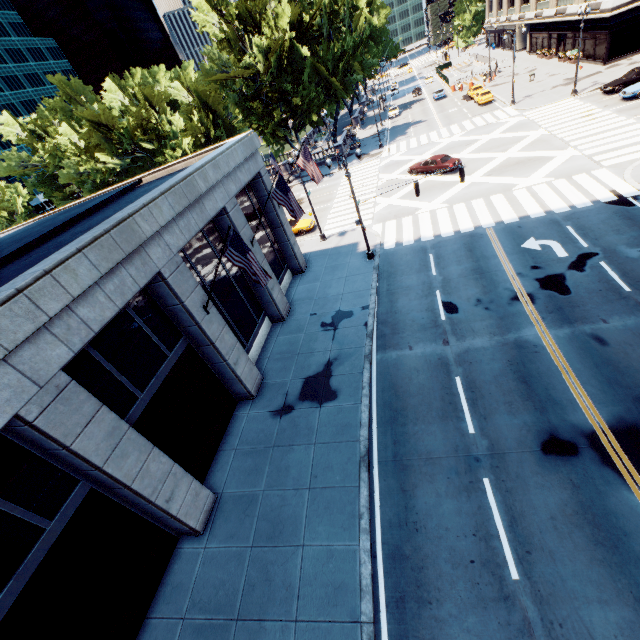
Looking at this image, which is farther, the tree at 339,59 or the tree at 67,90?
the tree at 67,90

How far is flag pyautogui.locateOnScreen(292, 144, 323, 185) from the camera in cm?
1954

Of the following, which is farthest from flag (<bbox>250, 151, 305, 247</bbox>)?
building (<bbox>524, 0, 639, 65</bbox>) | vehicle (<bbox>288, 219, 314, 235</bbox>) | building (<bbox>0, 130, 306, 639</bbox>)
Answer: building (<bbox>524, 0, 639, 65</bbox>)

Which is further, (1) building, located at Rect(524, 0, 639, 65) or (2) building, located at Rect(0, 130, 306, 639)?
(1) building, located at Rect(524, 0, 639, 65)

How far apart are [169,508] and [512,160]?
34.3m

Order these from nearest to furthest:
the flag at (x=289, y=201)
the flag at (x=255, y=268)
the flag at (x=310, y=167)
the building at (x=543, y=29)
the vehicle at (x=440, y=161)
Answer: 1. the flag at (x=255, y=268)
2. the flag at (x=289, y=201)
3. the flag at (x=310, y=167)
4. the vehicle at (x=440, y=161)
5. the building at (x=543, y=29)

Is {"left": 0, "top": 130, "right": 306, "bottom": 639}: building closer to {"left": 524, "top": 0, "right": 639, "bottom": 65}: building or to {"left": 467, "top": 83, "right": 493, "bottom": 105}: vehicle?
{"left": 467, "top": 83, "right": 493, "bottom": 105}: vehicle

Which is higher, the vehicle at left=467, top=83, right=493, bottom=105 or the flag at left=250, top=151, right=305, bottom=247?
the flag at left=250, top=151, right=305, bottom=247
